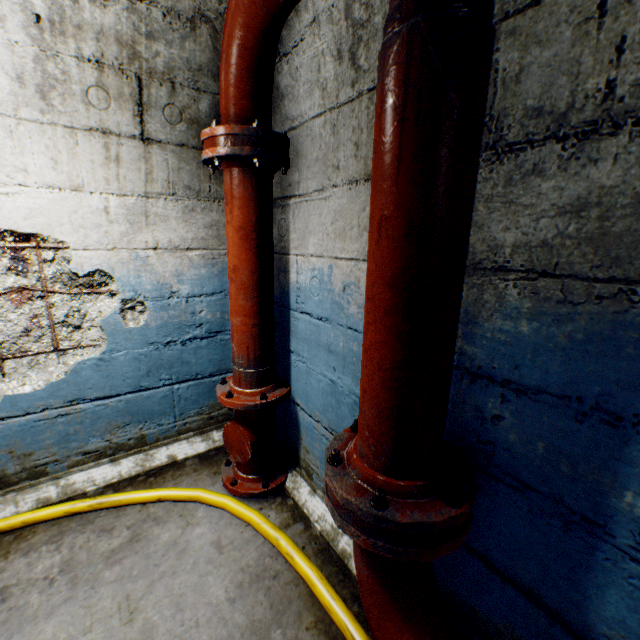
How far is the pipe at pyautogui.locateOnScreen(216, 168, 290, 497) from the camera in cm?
178

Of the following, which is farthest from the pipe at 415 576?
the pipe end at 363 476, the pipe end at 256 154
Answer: the pipe end at 256 154

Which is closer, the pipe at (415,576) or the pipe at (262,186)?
the pipe at (415,576)

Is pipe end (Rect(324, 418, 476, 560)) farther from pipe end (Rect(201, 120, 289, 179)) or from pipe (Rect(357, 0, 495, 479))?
pipe end (Rect(201, 120, 289, 179))

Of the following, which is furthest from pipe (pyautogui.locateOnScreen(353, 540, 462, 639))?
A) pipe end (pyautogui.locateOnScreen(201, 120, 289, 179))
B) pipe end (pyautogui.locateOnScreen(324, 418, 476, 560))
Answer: pipe end (pyautogui.locateOnScreen(201, 120, 289, 179))

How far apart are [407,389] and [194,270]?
1.9 meters

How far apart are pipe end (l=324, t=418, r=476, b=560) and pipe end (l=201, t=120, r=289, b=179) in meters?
1.3 m

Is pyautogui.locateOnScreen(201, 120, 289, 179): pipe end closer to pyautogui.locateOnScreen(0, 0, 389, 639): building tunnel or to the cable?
pyautogui.locateOnScreen(0, 0, 389, 639): building tunnel
